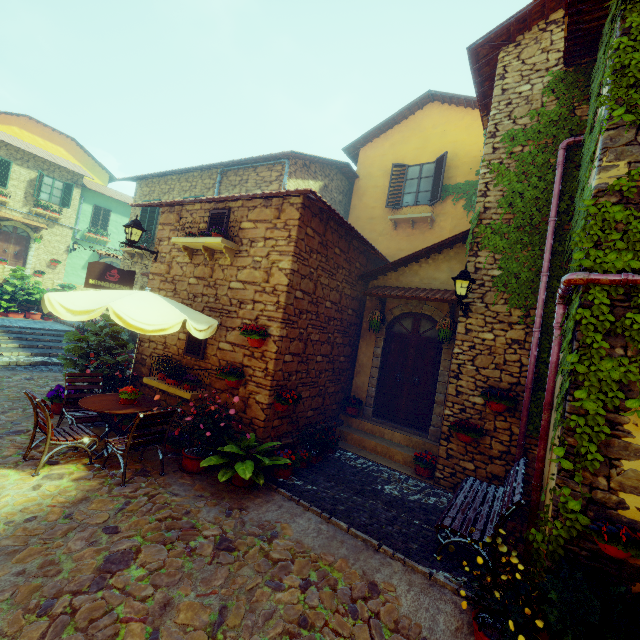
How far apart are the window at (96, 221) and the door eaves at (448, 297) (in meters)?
22.36

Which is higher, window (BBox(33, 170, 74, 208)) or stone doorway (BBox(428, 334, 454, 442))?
window (BBox(33, 170, 74, 208))

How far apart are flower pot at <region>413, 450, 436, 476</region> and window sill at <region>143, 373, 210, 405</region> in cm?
441

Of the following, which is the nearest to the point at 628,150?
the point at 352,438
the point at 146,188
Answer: the point at 352,438

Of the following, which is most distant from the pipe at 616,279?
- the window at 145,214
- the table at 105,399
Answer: the table at 105,399

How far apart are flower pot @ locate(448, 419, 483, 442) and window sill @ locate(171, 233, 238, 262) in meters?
5.4

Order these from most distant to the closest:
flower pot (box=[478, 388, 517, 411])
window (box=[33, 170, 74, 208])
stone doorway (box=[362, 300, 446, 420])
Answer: window (box=[33, 170, 74, 208]), stone doorway (box=[362, 300, 446, 420]), flower pot (box=[478, 388, 517, 411])

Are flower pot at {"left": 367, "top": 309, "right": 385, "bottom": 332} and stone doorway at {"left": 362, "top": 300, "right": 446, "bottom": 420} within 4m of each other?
yes
